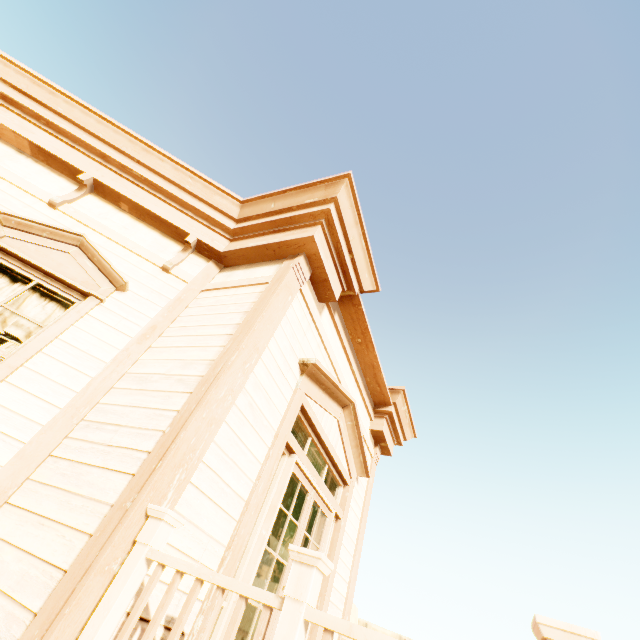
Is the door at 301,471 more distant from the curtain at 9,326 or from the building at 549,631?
the curtain at 9,326

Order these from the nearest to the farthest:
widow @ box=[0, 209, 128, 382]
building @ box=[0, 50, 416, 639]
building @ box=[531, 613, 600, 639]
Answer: building @ box=[531, 613, 600, 639] → building @ box=[0, 50, 416, 639] → widow @ box=[0, 209, 128, 382]

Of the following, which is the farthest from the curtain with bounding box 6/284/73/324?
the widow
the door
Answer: the door

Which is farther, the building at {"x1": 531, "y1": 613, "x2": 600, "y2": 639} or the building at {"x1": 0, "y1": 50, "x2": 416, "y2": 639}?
the building at {"x1": 0, "y1": 50, "x2": 416, "y2": 639}

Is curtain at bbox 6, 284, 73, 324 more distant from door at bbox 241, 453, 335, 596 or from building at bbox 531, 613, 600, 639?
door at bbox 241, 453, 335, 596

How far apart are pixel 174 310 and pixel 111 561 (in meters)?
2.36

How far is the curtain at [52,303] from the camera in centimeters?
311cm

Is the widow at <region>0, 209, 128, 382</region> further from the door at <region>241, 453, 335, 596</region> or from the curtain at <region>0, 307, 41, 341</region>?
the door at <region>241, 453, 335, 596</region>
